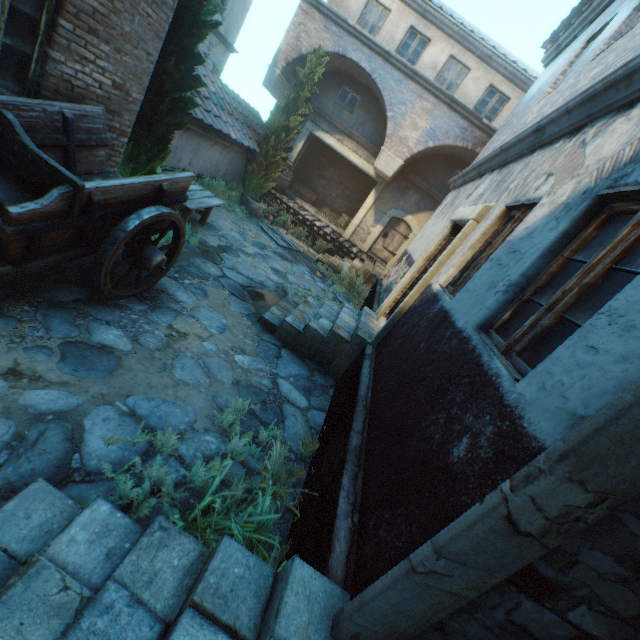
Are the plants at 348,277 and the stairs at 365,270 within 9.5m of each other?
yes

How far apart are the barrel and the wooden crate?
1.87m

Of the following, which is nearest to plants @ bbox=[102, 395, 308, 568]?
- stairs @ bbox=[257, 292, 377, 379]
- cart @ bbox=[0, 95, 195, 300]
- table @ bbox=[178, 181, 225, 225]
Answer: cart @ bbox=[0, 95, 195, 300]

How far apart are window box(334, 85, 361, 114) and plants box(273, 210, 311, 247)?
5.1 meters

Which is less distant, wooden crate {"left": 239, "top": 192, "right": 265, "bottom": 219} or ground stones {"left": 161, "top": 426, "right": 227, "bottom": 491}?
ground stones {"left": 161, "top": 426, "right": 227, "bottom": 491}

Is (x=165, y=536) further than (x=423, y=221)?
No

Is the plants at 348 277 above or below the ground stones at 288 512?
above

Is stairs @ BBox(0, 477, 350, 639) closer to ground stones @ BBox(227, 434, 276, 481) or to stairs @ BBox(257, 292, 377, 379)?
ground stones @ BBox(227, 434, 276, 481)
